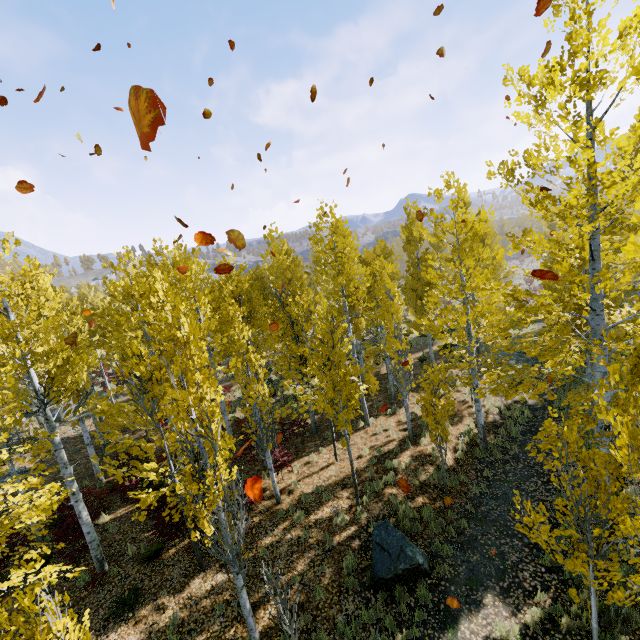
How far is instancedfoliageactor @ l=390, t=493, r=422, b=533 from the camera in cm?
941

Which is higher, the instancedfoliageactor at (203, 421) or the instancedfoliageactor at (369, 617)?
the instancedfoliageactor at (203, 421)

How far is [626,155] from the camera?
6.1m

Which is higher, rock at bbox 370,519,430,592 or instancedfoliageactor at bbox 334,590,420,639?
rock at bbox 370,519,430,592

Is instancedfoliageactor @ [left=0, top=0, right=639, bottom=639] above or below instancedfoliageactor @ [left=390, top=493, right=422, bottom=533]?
above

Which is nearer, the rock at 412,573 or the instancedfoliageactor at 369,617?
the instancedfoliageactor at 369,617

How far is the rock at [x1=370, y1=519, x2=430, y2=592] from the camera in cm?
783
